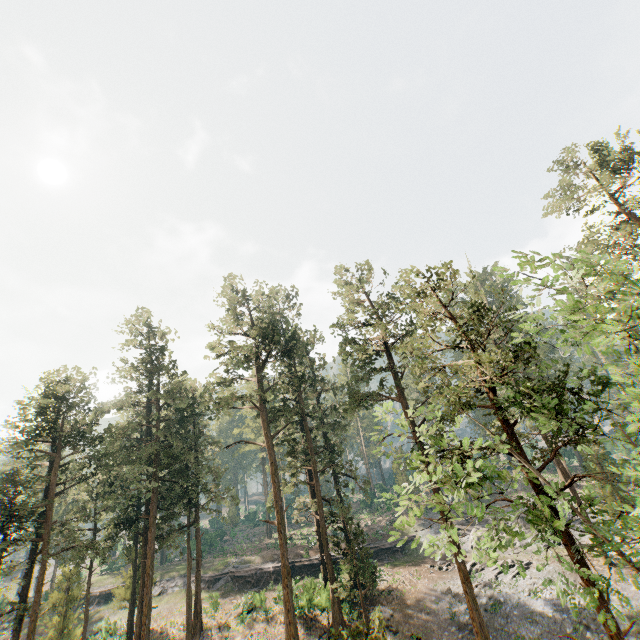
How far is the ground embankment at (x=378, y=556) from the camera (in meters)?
39.01

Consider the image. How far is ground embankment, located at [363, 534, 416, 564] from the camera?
39.0m

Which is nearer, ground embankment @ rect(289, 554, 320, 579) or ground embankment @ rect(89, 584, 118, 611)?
ground embankment @ rect(289, 554, 320, 579)

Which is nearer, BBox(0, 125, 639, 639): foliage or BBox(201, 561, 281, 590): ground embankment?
BBox(0, 125, 639, 639): foliage

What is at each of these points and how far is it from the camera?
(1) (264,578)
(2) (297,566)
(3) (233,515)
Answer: (1) ground embankment, 38.22m
(2) ground embankment, 38.97m
(3) foliage, 59.66m

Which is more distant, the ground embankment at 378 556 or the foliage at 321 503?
the ground embankment at 378 556

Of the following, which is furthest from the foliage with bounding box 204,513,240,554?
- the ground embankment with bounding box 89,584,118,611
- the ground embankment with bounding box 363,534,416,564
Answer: the ground embankment with bounding box 89,584,118,611

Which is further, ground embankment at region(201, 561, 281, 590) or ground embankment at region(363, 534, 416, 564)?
ground embankment at region(363, 534, 416, 564)
